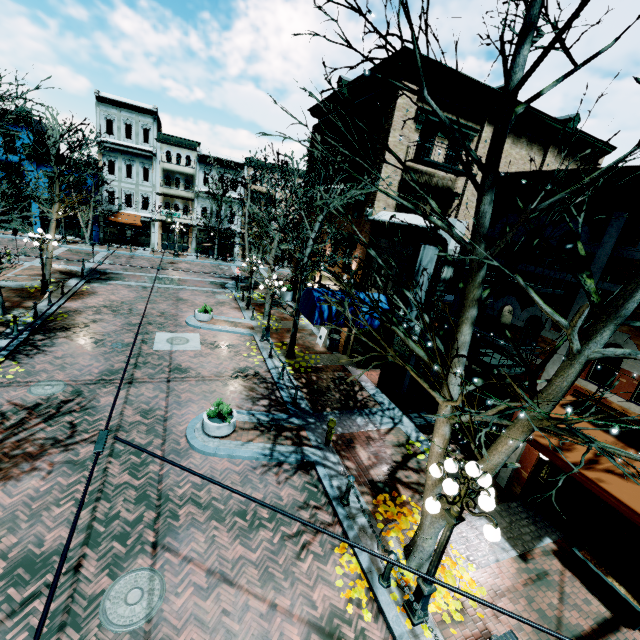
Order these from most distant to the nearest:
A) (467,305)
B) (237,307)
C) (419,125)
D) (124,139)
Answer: (124,139)
(237,307)
(419,125)
(467,305)

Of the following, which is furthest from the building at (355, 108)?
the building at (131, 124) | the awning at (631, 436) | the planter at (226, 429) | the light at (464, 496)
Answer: the building at (131, 124)

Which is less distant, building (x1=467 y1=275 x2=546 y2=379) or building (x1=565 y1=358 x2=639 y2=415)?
building (x1=565 y1=358 x2=639 y2=415)

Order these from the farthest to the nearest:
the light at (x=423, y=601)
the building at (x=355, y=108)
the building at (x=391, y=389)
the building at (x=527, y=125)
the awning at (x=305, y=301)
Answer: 1. the building at (x=355, y=108)
2. the building at (x=391, y=389)
3. the awning at (x=305, y=301)
4. the building at (x=527, y=125)
5. the light at (x=423, y=601)

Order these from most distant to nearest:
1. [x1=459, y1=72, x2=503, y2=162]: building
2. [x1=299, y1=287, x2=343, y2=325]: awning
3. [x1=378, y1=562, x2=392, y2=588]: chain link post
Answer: [x1=459, y1=72, x2=503, y2=162]: building, [x1=299, y1=287, x2=343, y2=325]: awning, [x1=378, y1=562, x2=392, y2=588]: chain link post

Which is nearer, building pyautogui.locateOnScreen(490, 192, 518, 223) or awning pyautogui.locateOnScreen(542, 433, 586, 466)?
awning pyautogui.locateOnScreen(542, 433, 586, 466)

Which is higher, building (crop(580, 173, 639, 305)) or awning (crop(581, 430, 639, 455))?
building (crop(580, 173, 639, 305))

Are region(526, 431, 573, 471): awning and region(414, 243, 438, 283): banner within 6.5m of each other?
yes
